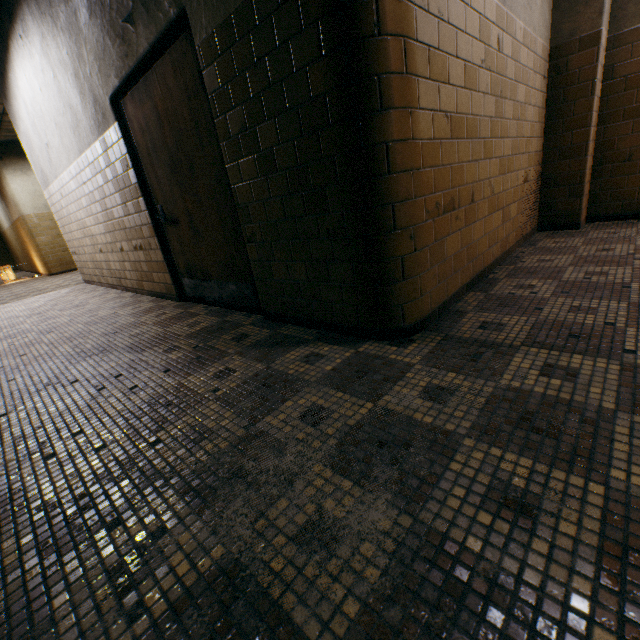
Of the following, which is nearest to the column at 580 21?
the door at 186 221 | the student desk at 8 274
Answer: the door at 186 221

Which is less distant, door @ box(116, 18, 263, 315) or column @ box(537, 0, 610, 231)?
door @ box(116, 18, 263, 315)

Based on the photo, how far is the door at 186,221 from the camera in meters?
2.5

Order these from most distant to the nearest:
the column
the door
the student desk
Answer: the student desk, the column, the door

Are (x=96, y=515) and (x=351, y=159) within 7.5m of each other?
yes

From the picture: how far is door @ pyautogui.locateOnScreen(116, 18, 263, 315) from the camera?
2.47m

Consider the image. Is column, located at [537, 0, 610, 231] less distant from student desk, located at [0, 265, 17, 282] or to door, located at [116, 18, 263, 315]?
door, located at [116, 18, 263, 315]
